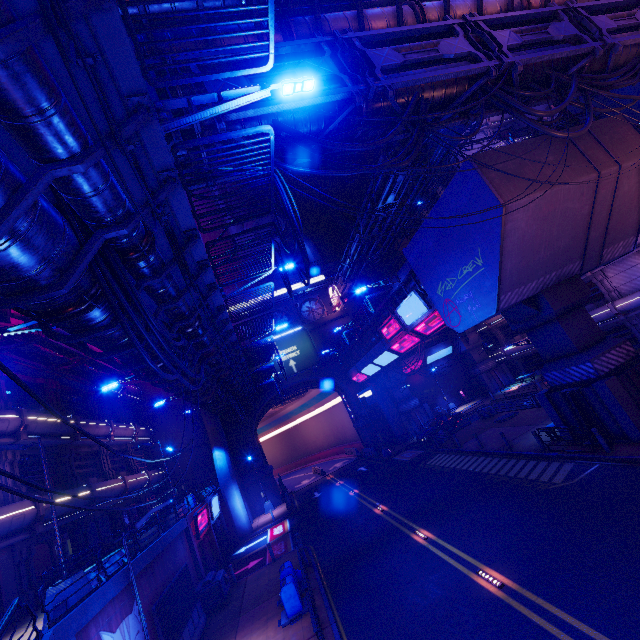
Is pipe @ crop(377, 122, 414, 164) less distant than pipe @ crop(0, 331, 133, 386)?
Yes

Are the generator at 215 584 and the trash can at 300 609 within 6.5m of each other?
yes

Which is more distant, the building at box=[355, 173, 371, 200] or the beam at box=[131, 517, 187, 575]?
the building at box=[355, 173, 371, 200]

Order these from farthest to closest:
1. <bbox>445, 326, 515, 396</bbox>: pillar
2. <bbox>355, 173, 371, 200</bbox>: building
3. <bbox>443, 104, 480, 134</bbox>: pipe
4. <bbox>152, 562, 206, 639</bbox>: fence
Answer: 1. <bbox>355, 173, 371, 200</bbox>: building
2. <bbox>445, 326, 515, 396</bbox>: pillar
3. <bbox>152, 562, 206, 639</bbox>: fence
4. <bbox>443, 104, 480, 134</bbox>: pipe

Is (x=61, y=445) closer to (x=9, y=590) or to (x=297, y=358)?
(x=9, y=590)

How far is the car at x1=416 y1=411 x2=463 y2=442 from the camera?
31.69m

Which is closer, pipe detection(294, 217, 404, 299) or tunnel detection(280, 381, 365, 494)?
pipe detection(294, 217, 404, 299)

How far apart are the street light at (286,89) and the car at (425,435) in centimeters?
3143cm
